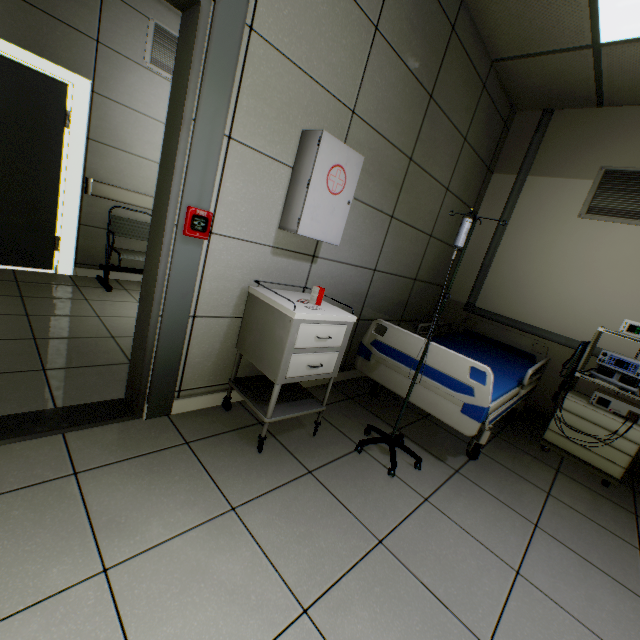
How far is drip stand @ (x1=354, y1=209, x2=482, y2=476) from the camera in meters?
1.7 m

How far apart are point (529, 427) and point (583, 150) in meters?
3.0 m

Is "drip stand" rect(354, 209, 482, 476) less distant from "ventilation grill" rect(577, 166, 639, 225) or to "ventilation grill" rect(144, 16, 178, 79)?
"ventilation grill" rect(577, 166, 639, 225)

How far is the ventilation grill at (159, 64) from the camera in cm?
371

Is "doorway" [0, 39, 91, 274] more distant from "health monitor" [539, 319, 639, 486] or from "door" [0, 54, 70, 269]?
"health monitor" [539, 319, 639, 486]

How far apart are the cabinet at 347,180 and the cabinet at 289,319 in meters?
0.5 m

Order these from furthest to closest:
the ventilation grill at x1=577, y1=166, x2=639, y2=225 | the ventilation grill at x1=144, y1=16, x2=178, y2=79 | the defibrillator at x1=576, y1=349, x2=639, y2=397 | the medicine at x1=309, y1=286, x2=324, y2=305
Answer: the ventilation grill at x1=144, y1=16, x2=178, y2=79
the ventilation grill at x1=577, y1=166, x2=639, y2=225
the defibrillator at x1=576, y1=349, x2=639, y2=397
the medicine at x1=309, y1=286, x2=324, y2=305

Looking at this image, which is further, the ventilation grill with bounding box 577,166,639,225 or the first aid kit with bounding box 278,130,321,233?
the ventilation grill with bounding box 577,166,639,225
